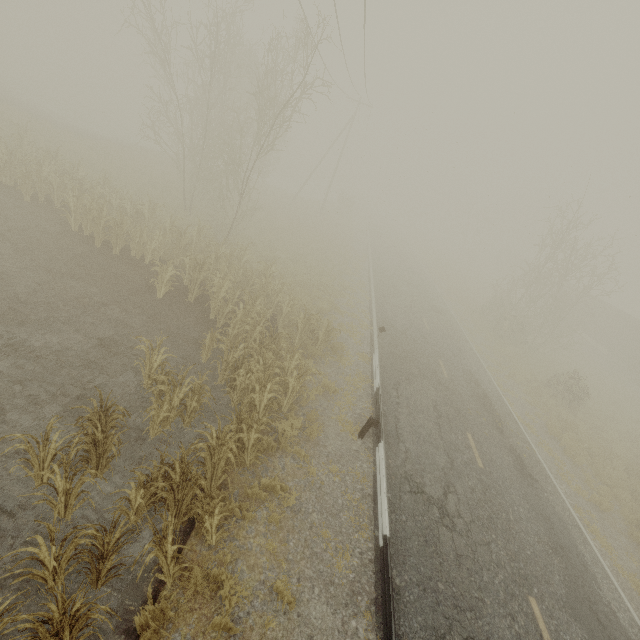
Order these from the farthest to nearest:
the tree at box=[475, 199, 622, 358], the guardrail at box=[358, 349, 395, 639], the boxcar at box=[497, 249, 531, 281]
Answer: the boxcar at box=[497, 249, 531, 281] < the tree at box=[475, 199, 622, 358] < the guardrail at box=[358, 349, 395, 639]

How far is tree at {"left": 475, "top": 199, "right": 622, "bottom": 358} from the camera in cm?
2122

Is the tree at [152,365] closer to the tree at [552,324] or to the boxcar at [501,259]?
the tree at [552,324]

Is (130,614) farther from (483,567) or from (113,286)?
(113,286)

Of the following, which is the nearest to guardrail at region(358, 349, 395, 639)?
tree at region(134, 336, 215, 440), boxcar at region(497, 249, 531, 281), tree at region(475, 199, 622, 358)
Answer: tree at region(134, 336, 215, 440)

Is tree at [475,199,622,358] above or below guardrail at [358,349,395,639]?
above

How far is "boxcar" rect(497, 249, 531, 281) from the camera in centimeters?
5297cm

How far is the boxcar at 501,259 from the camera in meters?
53.0
